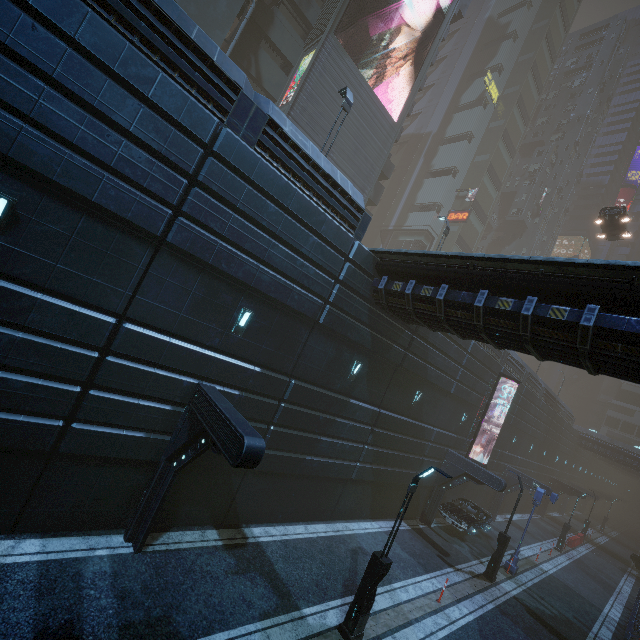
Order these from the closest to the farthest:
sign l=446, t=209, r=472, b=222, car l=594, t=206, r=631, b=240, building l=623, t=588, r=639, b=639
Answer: building l=623, t=588, r=639, b=639
car l=594, t=206, r=631, b=240
sign l=446, t=209, r=472, b=222

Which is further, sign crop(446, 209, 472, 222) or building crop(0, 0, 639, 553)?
sign crop(446, 209, 472, 222)

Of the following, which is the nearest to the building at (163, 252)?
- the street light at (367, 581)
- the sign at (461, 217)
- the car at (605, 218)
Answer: the sign at (461, 217)

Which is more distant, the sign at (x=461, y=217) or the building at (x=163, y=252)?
the sign at (x=461, y=217)

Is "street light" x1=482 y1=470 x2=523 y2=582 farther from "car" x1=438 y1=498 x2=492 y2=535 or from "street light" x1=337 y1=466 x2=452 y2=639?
"street light" x1=337 y1=466 x2=452 y2=639

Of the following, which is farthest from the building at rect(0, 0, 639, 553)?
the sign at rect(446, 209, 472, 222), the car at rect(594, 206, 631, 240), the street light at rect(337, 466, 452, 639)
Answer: the street light at rect(337, 466, 452, 639)

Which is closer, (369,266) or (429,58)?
(369,266)

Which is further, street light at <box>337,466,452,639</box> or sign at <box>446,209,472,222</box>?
sign at <box>446,209,472,222</box>
